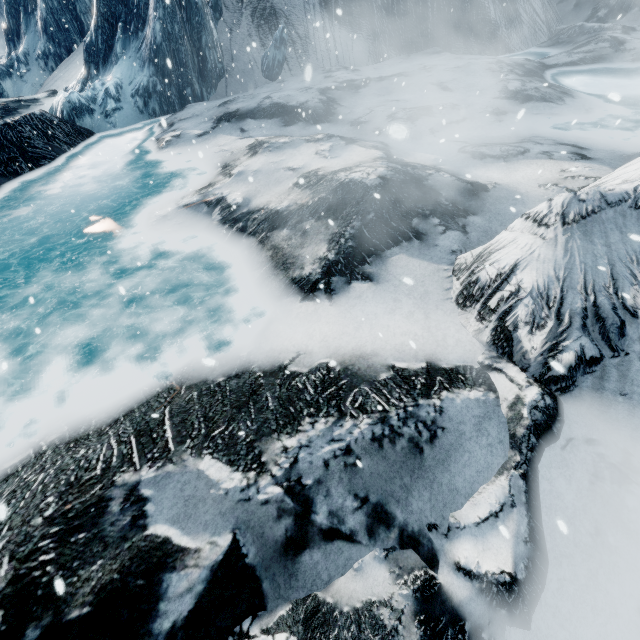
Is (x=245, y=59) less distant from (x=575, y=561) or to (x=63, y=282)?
(x=63, y=282)
